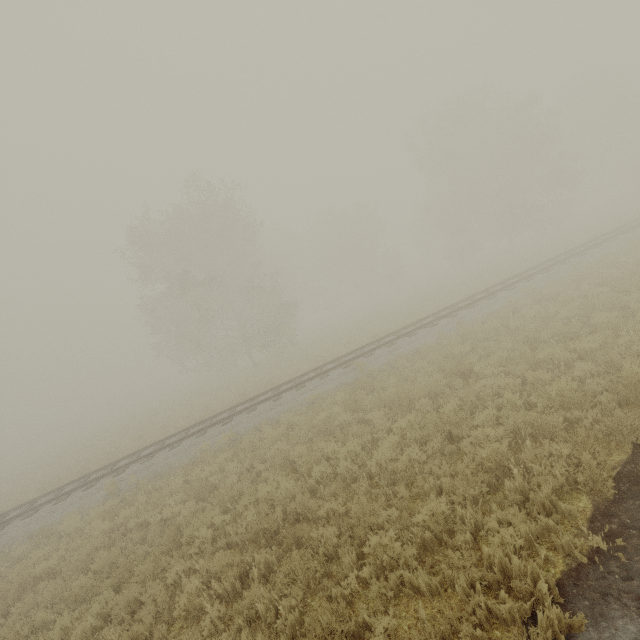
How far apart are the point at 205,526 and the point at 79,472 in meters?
15.8 m
